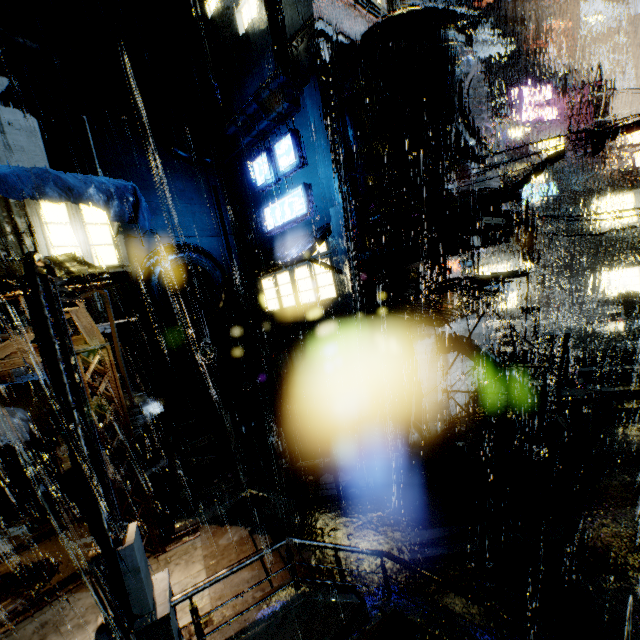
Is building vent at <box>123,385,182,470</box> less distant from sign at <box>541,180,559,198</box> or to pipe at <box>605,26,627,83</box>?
sign at <box>541,180,559,198</box>

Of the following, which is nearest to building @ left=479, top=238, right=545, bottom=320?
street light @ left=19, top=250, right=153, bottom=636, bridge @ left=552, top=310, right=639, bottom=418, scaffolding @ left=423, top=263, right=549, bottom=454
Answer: bridge @ left=552, top=310, right=639, bottom=418

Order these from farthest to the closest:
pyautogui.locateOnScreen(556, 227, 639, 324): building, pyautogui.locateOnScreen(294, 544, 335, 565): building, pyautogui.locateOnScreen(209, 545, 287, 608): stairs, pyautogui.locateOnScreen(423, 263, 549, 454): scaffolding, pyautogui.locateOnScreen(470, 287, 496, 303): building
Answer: pyautogui.locateOnScreen(556, 227, 639, 324): building < pyautogui.locateOnScreen(470, 287, 496, 303): building < pyautogui.locateOnScreen(423, 263, 549, 454): scaffolding < pyautogui.locateOnScreen(294, 544, 335, 565): building < pyautogui.locateOnScreen(209, 545, 287, 608): stairs

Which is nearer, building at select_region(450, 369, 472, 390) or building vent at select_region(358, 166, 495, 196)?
building vent at select_region(358, 166, 495, 196)

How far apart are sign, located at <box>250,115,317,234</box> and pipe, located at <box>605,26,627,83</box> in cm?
6188

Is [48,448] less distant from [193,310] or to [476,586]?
[193,310]

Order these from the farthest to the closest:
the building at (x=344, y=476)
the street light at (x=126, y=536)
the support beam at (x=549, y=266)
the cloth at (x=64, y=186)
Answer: the support beam at (x=549, y=266) → the building at (x=344, y=476) → the cloth at (x=64, y=186) → the street light at (x=126, y=536)

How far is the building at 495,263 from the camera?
30.0 meters
